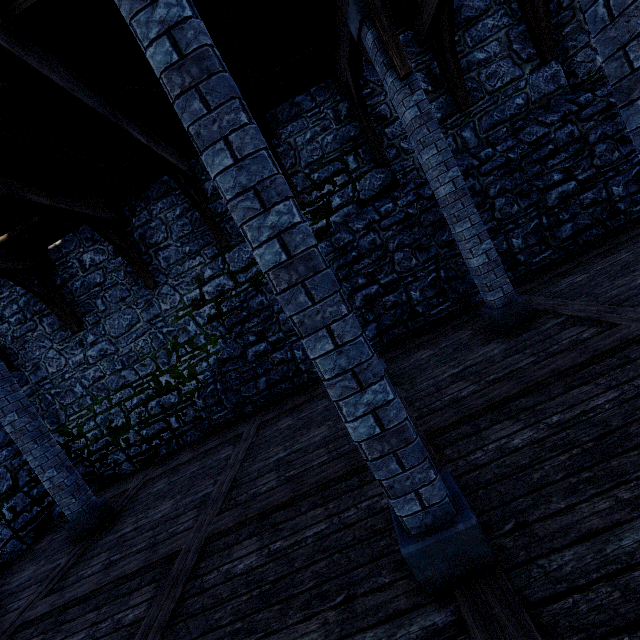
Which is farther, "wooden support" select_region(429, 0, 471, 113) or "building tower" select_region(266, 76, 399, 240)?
"building tower" select_region(266, 76, 399, 240)

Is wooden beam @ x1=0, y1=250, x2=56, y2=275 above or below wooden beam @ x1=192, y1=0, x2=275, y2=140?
above

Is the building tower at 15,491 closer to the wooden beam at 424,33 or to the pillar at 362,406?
the wooden beam at 424,33

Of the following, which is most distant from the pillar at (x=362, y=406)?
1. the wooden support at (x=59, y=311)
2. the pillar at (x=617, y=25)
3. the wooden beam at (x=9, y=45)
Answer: the wooden support at (x=59, y=311)

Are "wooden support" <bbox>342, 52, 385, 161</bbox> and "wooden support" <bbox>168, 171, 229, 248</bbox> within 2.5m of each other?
no

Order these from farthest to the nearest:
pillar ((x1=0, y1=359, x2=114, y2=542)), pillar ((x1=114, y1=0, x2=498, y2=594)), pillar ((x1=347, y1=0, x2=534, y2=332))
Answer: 1. pillar ((x1=0, y1=359, x2=114, y2=542))
2. pillar ((x1=347, y1=0, x2=534, y2=332))
3. pillar ((x1=114, y1=0, x2=498, y2=594))

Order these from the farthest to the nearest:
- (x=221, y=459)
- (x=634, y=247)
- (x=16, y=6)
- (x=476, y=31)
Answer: (x=476, y=31)
(x=221, y=459)
(x=634, y=247)
(x=16, y=6)

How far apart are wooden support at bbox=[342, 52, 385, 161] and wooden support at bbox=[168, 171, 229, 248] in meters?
3.8 m
